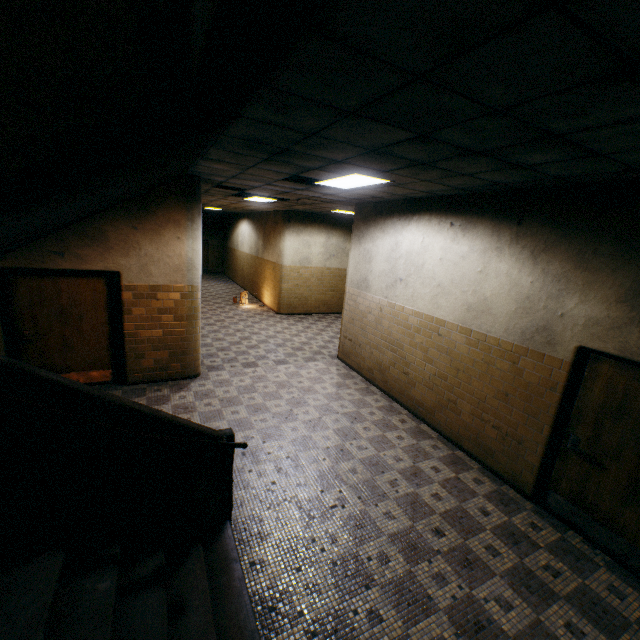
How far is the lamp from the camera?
4.5m

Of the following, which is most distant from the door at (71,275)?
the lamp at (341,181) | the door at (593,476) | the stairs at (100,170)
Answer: the door at (593,476)

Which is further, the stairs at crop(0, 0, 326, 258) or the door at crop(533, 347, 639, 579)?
the door at crop(533, 347, 639, 579)

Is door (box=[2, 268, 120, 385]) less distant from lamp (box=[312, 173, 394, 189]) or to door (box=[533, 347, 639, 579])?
lamp (box=[312, 173, 394, 189])

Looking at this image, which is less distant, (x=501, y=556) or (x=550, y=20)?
(x=550, y=20)

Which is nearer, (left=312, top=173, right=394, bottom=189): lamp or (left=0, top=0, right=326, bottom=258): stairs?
(left=0, top=0, right=326, bottom=258): stairs

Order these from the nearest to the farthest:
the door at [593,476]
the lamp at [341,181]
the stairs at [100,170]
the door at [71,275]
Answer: the stairs at [100,170] → the door at [593,476] → the lamp at [341,181] → the door at [71,275]

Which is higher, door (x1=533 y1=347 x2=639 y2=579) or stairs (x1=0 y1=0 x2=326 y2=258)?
stairs (x1=0 y1=0 x2=326 y2=258)
